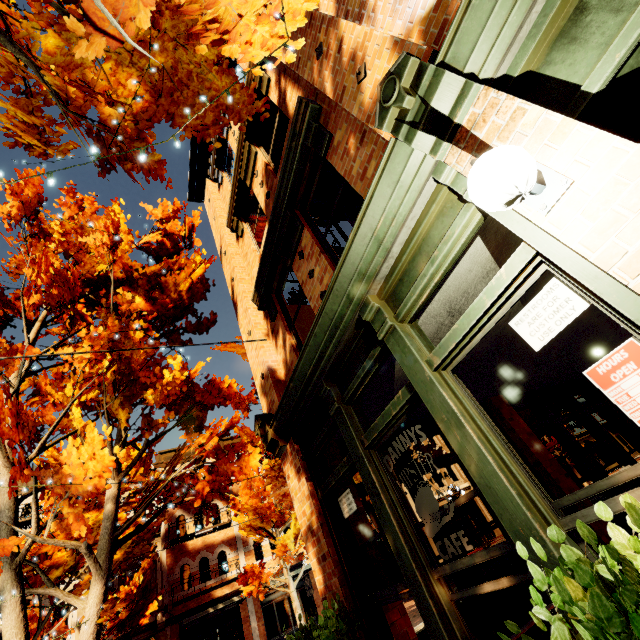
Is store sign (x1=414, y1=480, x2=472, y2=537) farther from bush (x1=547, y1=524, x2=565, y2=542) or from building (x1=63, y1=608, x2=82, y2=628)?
building (x1=63, y1=608, x2=82, y2=628)

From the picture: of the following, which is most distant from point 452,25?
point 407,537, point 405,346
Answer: point 407,537

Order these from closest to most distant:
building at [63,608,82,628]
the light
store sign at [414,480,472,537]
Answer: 1. the light
2. store sign at [414,480,472,537]
3. building at [63,608,82,628]

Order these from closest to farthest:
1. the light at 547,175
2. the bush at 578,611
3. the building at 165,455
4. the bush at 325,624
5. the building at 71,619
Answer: the bush at 578,611
the light at 547,175
the bush at 325,624
the building at 71,619
the building at 165,455

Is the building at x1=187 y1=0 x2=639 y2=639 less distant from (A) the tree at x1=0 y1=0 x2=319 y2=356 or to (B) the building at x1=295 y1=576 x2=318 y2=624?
(A) the tree at x1=0 y1=0 x2=319 y2=356

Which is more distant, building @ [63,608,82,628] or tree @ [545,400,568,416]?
building @ [63,608,82,628]

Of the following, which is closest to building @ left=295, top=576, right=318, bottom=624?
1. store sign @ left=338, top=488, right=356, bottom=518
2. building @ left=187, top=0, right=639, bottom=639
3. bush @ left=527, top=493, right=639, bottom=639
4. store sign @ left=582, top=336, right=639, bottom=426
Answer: building @ left=187, top=0, right=639, bottom=639

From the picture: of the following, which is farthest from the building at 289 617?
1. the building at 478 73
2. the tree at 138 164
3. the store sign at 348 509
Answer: the store sign at 348 509
